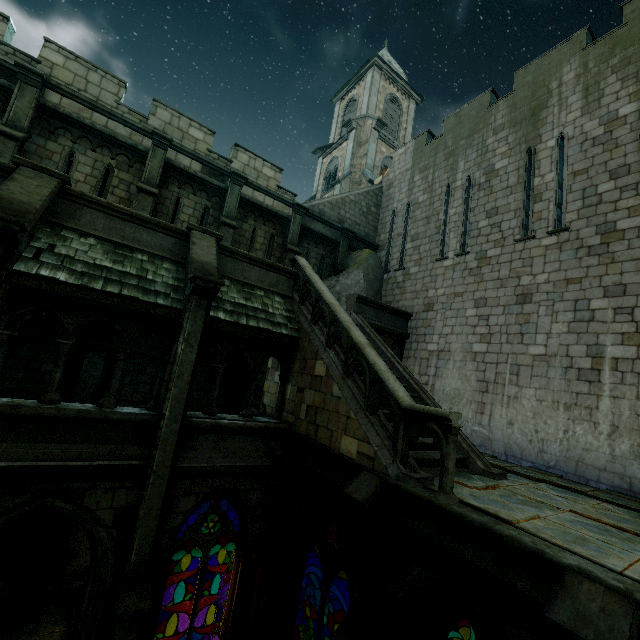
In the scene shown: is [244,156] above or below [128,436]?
above

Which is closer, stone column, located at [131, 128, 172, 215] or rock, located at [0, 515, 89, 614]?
rock, located at [0, 515, 89, 614]

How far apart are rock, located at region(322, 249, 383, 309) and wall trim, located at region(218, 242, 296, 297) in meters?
3.6

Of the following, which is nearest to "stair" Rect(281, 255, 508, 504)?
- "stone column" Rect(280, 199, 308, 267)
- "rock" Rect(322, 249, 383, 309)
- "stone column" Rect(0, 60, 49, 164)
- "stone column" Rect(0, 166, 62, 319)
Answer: "rock" Rect(322, 249, 383, 309)

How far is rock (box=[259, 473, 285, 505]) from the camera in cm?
805

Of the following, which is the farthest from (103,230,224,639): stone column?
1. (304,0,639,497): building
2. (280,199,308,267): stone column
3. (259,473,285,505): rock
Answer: (304,0,639,497): building

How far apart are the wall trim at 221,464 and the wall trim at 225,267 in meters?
3.8

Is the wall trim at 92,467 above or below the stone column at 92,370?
below
